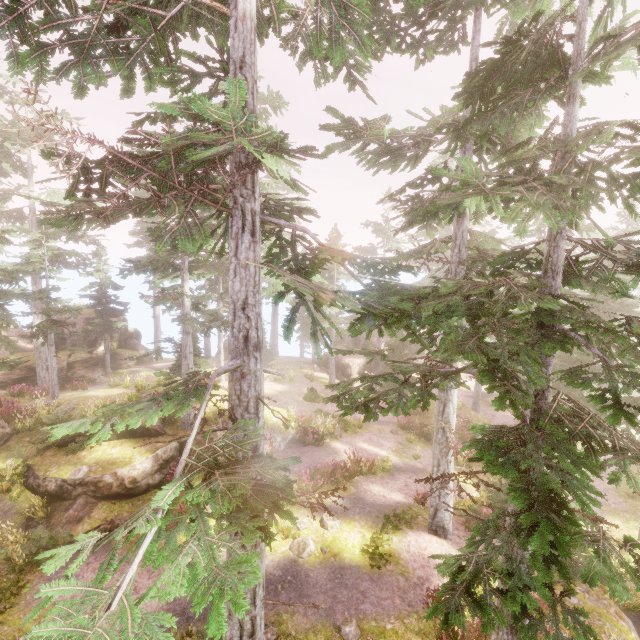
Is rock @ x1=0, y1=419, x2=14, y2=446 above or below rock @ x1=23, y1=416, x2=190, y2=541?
above

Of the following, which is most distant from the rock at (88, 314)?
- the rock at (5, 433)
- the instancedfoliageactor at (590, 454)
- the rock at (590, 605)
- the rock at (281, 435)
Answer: the rock at (590, 605)

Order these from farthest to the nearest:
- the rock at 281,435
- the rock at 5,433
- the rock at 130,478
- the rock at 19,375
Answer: the rock at 19,375
the rock at 281,435
the rock at 5,433
the rock at 130,478

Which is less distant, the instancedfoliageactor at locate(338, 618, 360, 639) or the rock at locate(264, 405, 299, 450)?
the instancedfoliageactor at locate(338, 618, 360, 639)

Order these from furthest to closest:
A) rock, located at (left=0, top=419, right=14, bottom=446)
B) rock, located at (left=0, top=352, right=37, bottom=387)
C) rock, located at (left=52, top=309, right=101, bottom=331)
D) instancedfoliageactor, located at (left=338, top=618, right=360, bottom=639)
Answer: rock, located at (left=52, top=309, right=101, bottom=331) → rock, located at (left=0, top=352, right=37, bottom=387) → rock, located at (left=0, top=419, right=14, bottom=446) → instancedfoliageactor, located at (left=338, top=618, right=360, bottom=639)

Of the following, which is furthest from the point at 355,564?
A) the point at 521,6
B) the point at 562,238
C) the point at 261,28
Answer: the point at 521,6

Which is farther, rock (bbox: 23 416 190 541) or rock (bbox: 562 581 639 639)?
rock (bbox: 23 416 190 541)

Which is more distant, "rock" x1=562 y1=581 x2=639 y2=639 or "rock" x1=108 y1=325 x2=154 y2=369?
"rock" x1=108 y1=325 x2=154 y2=369
